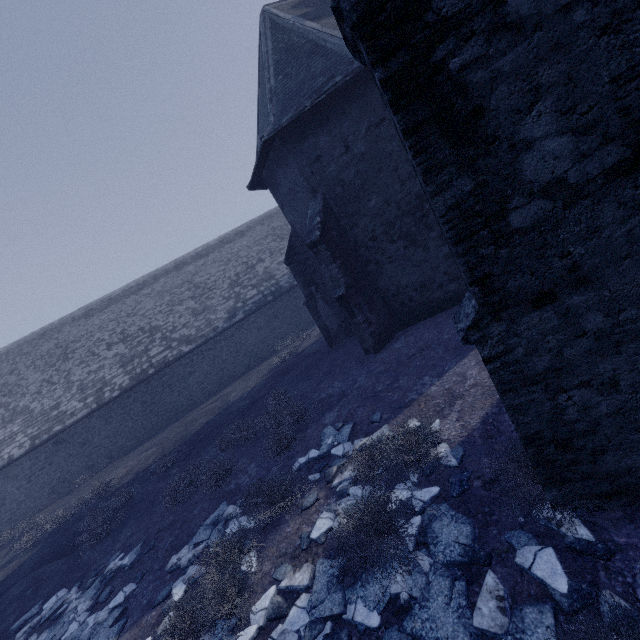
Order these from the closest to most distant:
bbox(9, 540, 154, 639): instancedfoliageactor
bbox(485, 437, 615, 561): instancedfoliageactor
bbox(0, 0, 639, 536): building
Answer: bbox(0, 0, 639, 536): building < bbox(485, 437, 615, 561): instancedfoliageactor < bbox(9, 540, 154, 639): instancedfoliageactor

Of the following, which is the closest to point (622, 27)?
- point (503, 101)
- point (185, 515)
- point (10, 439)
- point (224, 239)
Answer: point (503, 101)

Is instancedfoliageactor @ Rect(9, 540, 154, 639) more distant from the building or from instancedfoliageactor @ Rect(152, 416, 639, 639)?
the building

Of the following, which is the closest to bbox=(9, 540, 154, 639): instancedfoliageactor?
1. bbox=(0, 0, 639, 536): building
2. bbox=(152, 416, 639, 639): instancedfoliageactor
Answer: bbox=(152, 416, 639, 639): instancedfoliageactor

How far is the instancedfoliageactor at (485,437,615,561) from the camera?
2.9 meters

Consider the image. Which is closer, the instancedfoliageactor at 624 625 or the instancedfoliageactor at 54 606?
the instancedfoliageactor at 624 625

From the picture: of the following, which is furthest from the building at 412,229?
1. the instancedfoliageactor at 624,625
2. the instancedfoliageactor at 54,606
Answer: the instancedfoliageactor at 54,606
